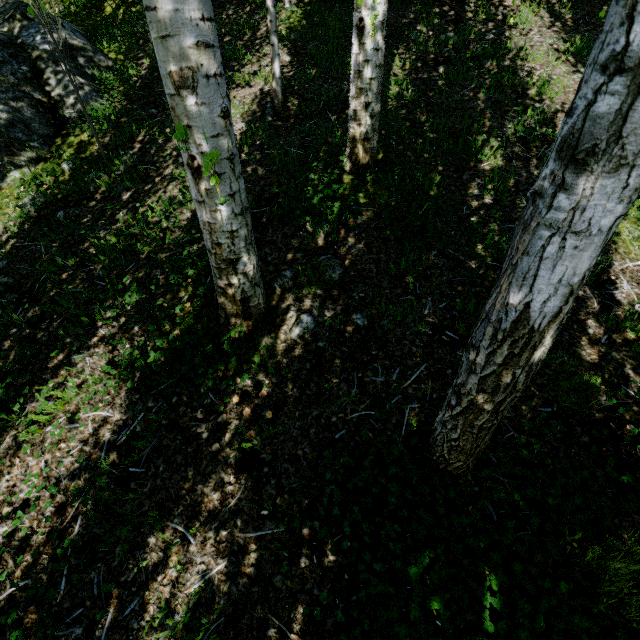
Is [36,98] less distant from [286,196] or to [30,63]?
[30,63]

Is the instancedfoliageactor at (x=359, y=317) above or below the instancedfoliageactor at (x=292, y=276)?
below

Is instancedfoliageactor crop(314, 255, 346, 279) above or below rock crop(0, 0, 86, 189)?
below

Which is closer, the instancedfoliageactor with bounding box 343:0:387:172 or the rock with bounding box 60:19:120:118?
the instancedfoliageactor with bounding box 343:0:387:172

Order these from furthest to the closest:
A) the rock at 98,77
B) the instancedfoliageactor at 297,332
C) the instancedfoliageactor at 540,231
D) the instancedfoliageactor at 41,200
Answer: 1. the rock at 98,77
2. the instancedfoliageactor at 41,200
3. the instancedfoliageactor at 297,332
4. the instancedfoliageactor at 540,231

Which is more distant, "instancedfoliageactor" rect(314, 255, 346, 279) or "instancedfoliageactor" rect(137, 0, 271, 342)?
"instancedfoliageactor" rect(314, 255, 346, 279)

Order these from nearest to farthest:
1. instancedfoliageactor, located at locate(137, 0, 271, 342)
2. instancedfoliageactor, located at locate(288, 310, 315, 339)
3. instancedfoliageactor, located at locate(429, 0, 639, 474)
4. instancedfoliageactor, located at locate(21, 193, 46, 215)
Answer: instancedfoliageactor, located at locate(429, 0, 639, 474), instancedfoliageactor, located at locate(137, 0, 271, 342), instancedfoliageactor, located at locate(288, 310, 315, 339), instancedfoliageactor, located at locate(21, 193, 46, 215)
